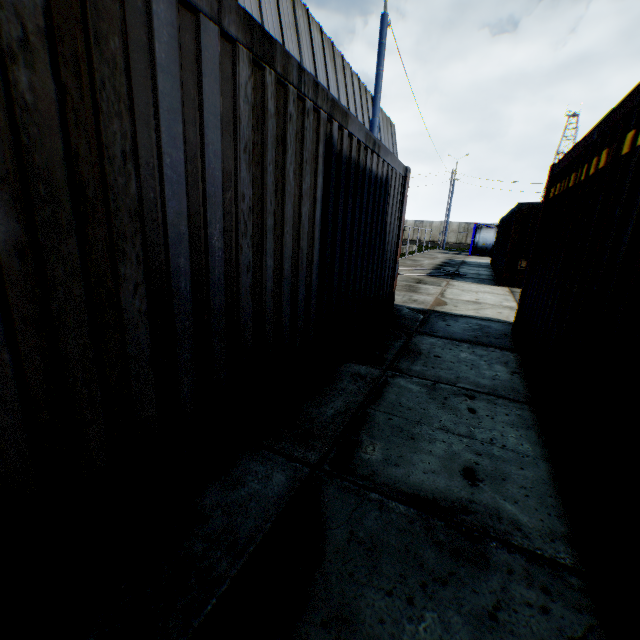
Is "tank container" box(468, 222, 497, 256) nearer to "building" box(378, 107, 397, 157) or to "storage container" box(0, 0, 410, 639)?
"building" box(378, 107, 397, 157)

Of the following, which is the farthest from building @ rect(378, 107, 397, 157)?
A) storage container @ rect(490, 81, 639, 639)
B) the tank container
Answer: storage container @ rect(490, 81, 639, 639)

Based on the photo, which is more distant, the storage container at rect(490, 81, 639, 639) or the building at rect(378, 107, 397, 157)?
the building at rect(378, 107, 397, 157)

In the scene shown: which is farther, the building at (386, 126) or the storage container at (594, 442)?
the building at (386, 126)

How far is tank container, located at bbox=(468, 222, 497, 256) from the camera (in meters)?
28.83

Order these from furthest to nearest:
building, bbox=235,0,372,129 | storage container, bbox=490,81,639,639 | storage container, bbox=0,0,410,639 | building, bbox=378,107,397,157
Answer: building, bbox=378,107,397,157
building, bbox=235,0,372,129
storage container, bbox=490,81,639,639
storage container, bbox=0,0,410,639

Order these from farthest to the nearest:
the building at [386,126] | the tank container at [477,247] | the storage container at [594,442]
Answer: the tank container at [477,247] < the building at [386,126] < the storage container at [594,442]

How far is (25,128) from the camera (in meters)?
1.16
